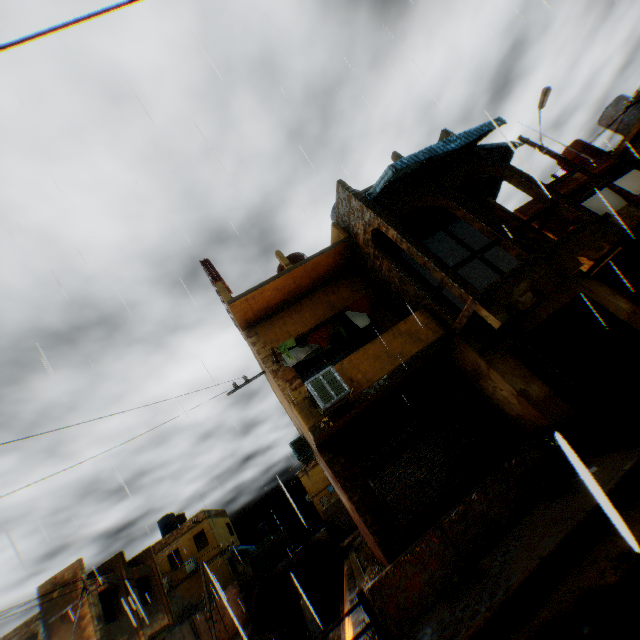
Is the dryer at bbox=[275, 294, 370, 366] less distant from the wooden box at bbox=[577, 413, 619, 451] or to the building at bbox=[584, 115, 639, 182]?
the building at bbox=[584, 115, 639, 182]

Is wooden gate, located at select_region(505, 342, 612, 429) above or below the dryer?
below

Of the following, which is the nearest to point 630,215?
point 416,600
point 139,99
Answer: point 416,600

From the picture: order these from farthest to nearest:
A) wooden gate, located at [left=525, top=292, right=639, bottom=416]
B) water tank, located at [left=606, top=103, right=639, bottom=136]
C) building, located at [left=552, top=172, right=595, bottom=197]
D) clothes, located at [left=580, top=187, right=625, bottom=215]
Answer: water tank, located at [left=606, top=103, right=639, bottom=136] < building, located at [left=552, top=172, right=595, bottom=197] < clothes, located at [left=580, top=187, right=625, bottom=215] < wooden gate, located at [left=525, top=292, right=639, bottom=416]

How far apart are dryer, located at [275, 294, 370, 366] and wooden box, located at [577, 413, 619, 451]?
5.7m

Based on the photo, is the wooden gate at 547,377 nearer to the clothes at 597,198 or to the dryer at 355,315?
the clothes at 597,198

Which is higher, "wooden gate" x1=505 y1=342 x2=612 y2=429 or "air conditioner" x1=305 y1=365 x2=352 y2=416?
"air conditioner" x1=305 y1=365 x2=352 y2=416

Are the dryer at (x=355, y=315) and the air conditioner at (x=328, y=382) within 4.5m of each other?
yes
